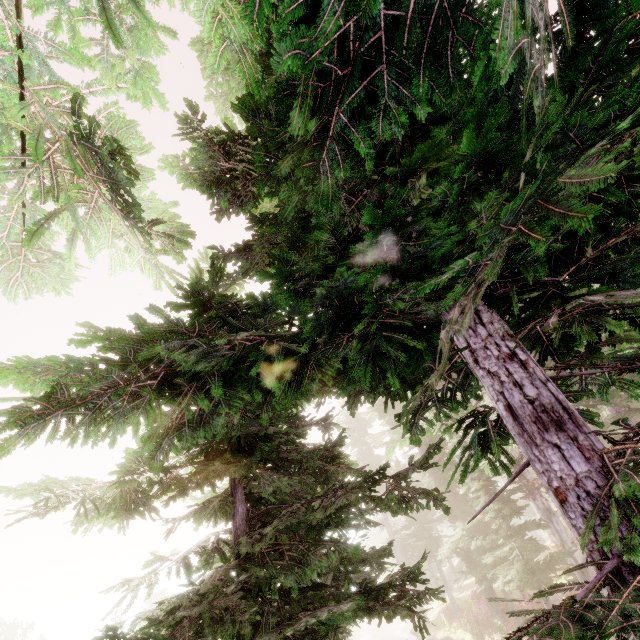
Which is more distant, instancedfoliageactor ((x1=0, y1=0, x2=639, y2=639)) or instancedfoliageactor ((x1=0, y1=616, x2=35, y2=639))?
instancedfoliageactor ((x1=0, y1=616, x2=35, y2=639))

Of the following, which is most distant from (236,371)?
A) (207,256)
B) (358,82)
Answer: (207,256)

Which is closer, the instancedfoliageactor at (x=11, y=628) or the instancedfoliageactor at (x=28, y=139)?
the instancedfoliageactor at (x=28, y=139)
